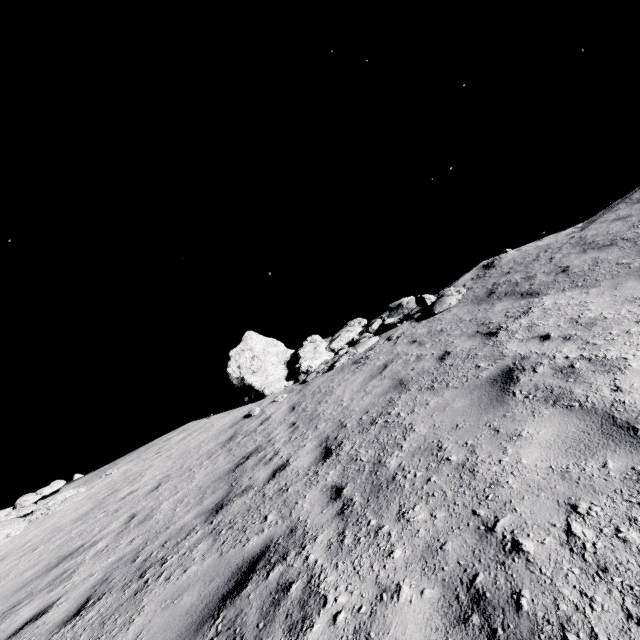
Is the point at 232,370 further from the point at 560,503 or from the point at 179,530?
the point at 560,503

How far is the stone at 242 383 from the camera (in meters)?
11.80

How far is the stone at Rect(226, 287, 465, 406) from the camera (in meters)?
11.80
